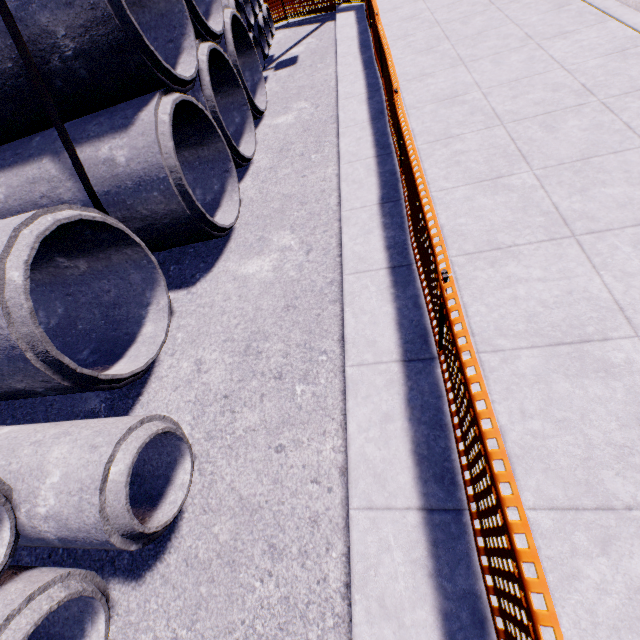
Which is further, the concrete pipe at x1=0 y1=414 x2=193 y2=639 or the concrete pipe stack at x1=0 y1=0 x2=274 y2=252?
the concrete pipe stack at x1=0 y1=0 x2=274 y2=252

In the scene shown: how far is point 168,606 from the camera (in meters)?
2.63

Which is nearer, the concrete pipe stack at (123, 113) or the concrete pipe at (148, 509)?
the concrete pipe at (148, 509)
